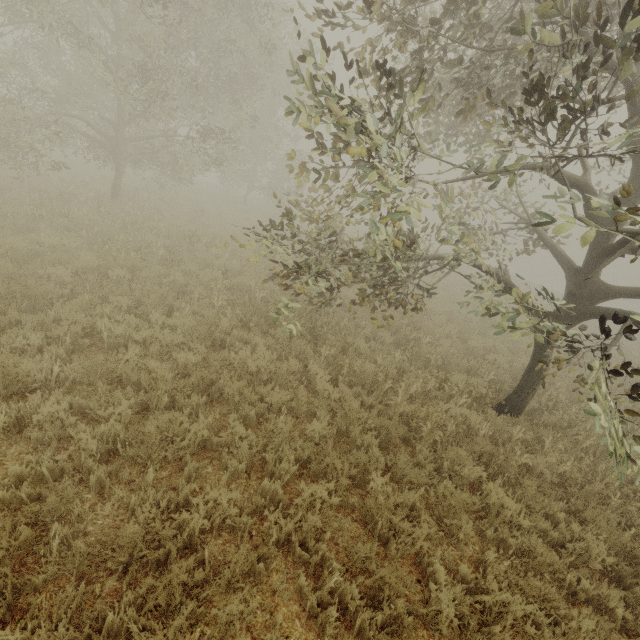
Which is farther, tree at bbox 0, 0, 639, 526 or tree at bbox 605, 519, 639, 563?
tree at bbox 605, 519, 639, 563

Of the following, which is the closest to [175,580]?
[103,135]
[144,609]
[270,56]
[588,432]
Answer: [144,609]

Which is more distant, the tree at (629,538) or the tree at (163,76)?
the tree at (629,538)
